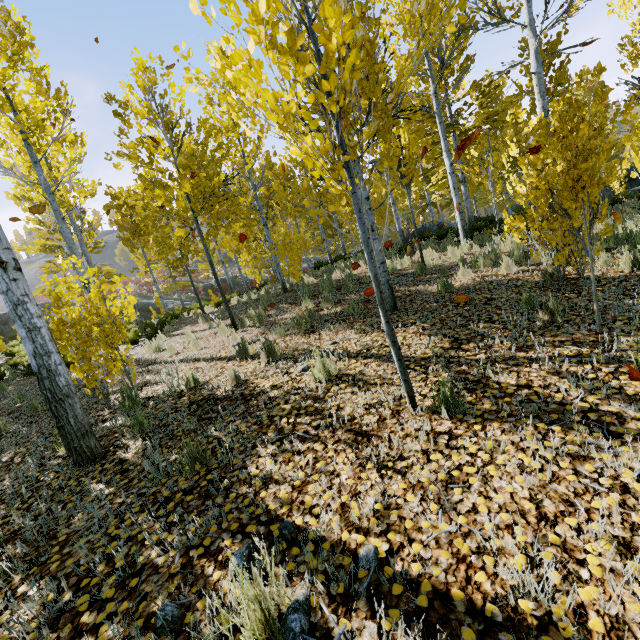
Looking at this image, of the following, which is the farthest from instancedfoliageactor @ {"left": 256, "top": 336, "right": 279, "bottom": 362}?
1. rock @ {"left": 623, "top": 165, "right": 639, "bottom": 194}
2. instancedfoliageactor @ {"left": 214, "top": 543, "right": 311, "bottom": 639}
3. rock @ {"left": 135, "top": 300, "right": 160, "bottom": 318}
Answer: rock @ {"left": 135, "top": 300, "right": 160, "bottom": 318}

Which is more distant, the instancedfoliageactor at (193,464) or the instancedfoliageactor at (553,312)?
the instancedfoliageactor at (553,312)

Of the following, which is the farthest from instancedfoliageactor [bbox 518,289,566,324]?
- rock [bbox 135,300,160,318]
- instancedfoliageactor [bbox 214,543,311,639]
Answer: rock [bbox 135,300,160,318]

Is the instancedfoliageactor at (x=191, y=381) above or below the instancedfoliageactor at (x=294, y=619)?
above

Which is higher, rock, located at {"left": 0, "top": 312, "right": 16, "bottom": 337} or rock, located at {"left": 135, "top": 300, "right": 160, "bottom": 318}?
rock, located at {"left": 0, "top": 312, "right": 16, "bottom": 337}

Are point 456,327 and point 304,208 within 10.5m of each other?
no

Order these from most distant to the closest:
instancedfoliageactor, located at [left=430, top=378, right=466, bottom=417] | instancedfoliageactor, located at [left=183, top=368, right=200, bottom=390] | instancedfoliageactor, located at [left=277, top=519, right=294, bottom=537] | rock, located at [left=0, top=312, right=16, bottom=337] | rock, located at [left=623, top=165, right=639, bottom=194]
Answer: rock, located at [left=0, top=312, right=16, bottom=337] < rock, located at [left=623, top=165, right=639, bottom=194] < instancedfoliageactor, located at [left=183, top=368, right=200, bottom=390] < instancedfoliageactor, located at [left=430, top=378, right=466, bottom=417] < instancedfoliageactor, located at [left=277, top=519, right=294, bottom=537]

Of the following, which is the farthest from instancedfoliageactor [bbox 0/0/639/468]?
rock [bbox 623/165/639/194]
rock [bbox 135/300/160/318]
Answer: rock [bbox 135/300/160/318]
